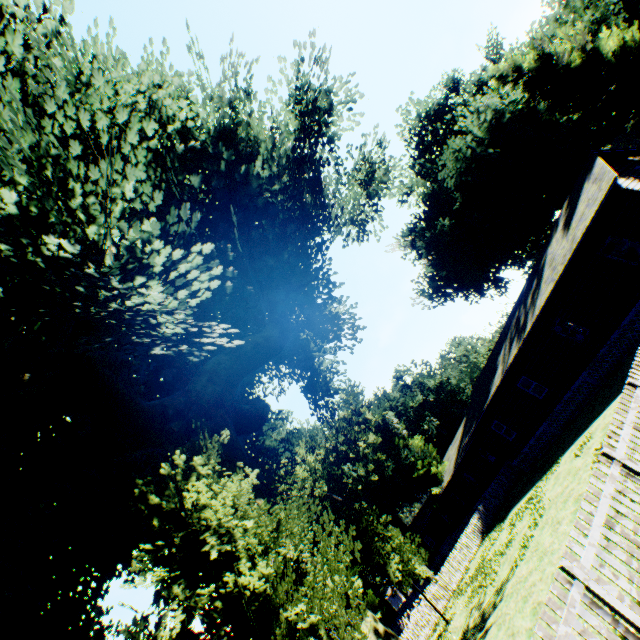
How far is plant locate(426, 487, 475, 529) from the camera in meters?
37.2 m

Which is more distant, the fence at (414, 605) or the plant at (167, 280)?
the fence at (414, 605)

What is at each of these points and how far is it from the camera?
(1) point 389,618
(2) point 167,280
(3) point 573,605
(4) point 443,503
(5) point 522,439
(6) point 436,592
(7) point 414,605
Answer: (1) house, 42.12m
(2) plant, 13.09m
(3) fence, 4.14m
(4) plant, 39.00m
(5) house, 23.72m
(6) fence, 23.28m
(7) fence, 26.72m

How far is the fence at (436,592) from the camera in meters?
21.7 m

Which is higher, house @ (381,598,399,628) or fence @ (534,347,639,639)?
house @ (381,598,399,628)

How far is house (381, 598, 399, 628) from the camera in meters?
41.8 m

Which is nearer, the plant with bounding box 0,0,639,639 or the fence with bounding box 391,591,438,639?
the plant with bounding box 0,0,639,639

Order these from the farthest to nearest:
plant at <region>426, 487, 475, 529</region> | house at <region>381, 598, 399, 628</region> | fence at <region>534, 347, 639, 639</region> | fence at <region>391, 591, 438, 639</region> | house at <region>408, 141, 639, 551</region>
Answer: house at <region>381, 598, 399, 628</region> → plant at <region>426, 487, 475, 529</region> → fence at <region>391, 591, 438, 639</region> → house at <region>408, 141, 639, 551</region> → fence at <region>534, 347, 639, 639</region>
